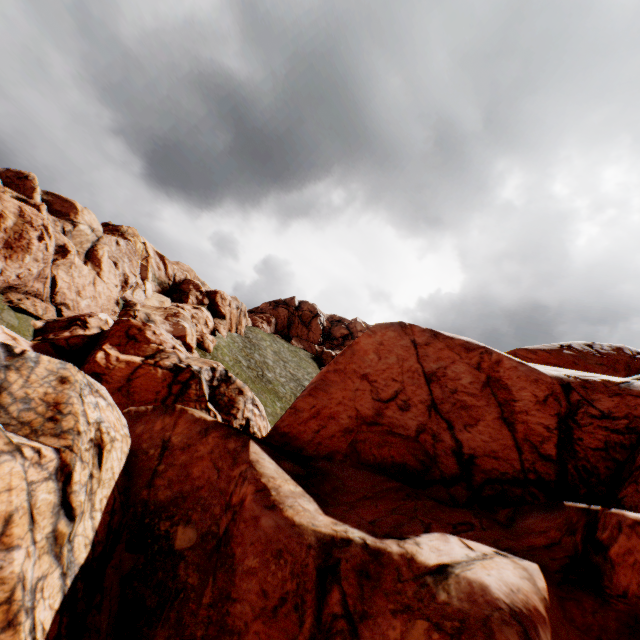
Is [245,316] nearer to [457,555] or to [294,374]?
[294,374]
